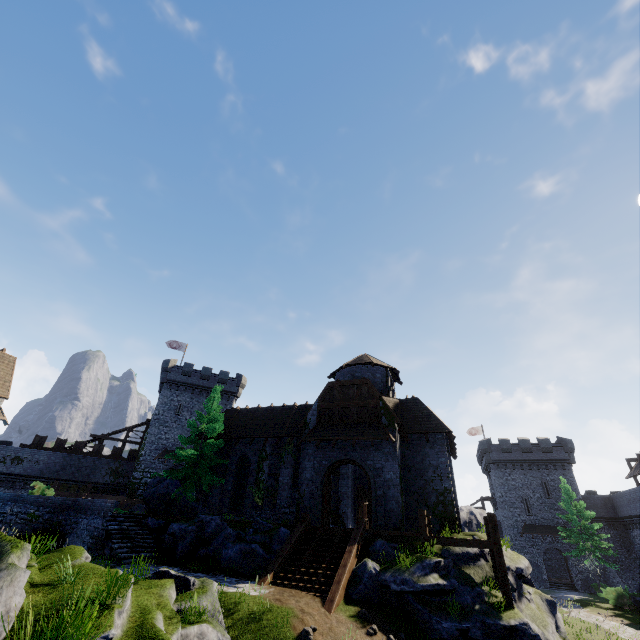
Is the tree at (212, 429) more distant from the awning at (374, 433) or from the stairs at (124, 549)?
the awning at (374, 433)

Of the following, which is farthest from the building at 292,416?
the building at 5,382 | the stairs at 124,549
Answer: the building at 5,382

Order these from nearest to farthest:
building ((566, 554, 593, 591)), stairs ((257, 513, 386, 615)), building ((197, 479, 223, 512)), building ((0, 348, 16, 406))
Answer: stairs ((257, 513, 386, 615)), building ((0, 348, 16, 406)), building ((197, 479, 223, 512)), building ((566, 554, 593, 591))

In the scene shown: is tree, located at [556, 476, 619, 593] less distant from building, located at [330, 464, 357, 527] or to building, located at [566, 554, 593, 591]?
building, located at [566, 554, 593, 591]

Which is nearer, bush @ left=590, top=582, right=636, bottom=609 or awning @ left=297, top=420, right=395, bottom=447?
awning @ left=297, top=420, right=395, bottom=447

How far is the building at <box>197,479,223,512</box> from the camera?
24.5 meters

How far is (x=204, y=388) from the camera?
45.2m

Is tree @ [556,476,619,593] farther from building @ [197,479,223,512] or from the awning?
the awning
